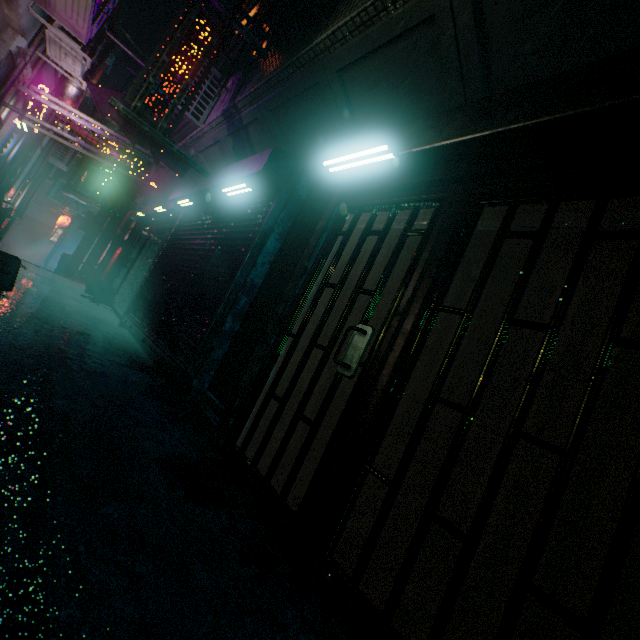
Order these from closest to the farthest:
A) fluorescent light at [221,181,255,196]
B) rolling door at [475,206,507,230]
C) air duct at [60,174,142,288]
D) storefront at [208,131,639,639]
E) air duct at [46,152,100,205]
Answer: storefront at [208,131,639,639], rolling door at [475,206,507,230], fluorescent light at [221,181,255,196], air duct at [60,174,142,288], air duct at [46,152,100,205]

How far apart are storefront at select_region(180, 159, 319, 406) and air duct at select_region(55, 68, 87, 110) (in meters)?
3.55

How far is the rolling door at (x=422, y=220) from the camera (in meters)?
2.22

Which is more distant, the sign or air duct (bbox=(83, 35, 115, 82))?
Answer: air duct (bbox=(83, 35, 115, 82))

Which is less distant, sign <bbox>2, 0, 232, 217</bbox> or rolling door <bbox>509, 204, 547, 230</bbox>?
rolling door <bbox>509, 204, 547, 230</bbox>

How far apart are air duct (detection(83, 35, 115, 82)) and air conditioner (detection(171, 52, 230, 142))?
1.0m

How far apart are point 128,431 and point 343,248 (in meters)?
2.09

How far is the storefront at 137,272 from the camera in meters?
7.0 m
